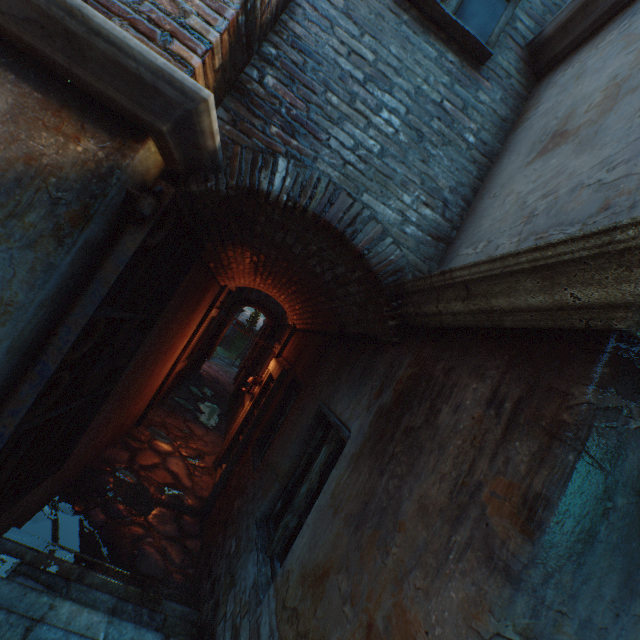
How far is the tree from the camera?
26.58m

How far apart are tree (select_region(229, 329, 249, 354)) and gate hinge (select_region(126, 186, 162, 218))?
25.20m

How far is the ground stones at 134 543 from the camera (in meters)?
3.82

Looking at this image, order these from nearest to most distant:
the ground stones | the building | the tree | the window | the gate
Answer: the building, the gate, the window, the ground stones, the tree

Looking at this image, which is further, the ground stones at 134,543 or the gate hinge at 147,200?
the ground stones at 134,543

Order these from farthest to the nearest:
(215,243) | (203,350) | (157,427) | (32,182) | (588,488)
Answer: (203,350) → (157,427) → (215,243) → (32,182) → (588,488)

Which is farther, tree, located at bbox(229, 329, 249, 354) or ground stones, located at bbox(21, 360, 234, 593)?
tree, located at bbox(229, 329, 249, 354)

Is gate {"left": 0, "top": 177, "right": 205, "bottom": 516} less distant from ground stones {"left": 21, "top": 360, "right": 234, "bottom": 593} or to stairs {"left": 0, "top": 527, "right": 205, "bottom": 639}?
stairs {"left": 0, "top": 527, "right": 205, "bottom": 639}
